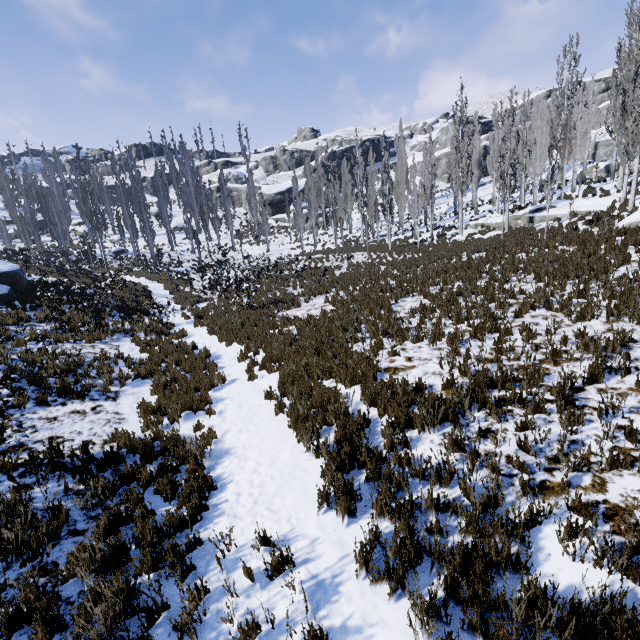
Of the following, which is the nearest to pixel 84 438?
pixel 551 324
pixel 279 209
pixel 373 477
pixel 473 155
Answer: pixel 373 477

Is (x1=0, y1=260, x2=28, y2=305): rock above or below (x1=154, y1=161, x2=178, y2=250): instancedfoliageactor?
below

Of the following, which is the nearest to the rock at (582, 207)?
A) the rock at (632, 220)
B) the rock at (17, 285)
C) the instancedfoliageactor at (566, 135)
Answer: the instancedfoliageactor at (566, 135)

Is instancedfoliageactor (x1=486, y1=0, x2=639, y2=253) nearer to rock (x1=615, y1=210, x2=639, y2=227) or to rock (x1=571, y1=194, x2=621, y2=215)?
rock (x1=571, y1=194, x2=621, y2=215)

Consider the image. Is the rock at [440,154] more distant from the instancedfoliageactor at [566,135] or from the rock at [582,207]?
the rock at [582,207]

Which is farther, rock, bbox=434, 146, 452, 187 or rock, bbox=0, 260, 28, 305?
rock, bbox=434, 146, 452, 187

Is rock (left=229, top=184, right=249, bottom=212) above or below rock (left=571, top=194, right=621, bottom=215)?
above

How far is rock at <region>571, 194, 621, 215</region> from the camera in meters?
17.7 m
